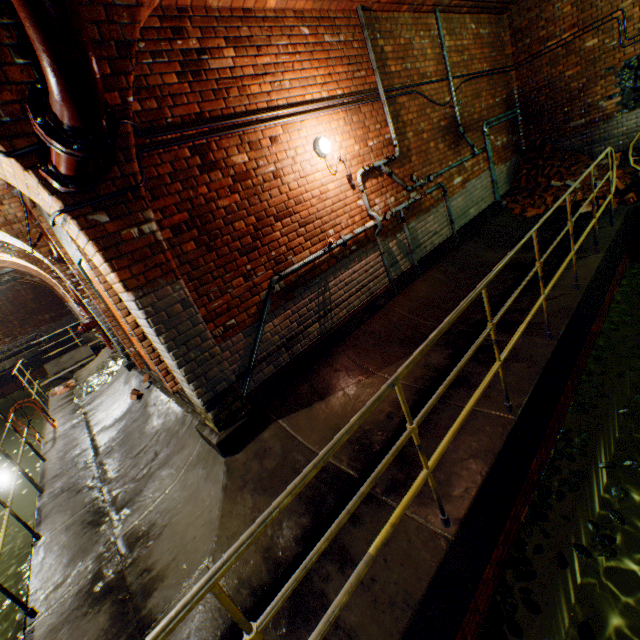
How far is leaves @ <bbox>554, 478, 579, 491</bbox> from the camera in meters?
3.3 m

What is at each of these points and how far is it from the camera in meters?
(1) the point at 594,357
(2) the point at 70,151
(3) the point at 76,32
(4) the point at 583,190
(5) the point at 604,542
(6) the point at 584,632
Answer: (1) leaves, 4.8 m
(2) pipe end, 1.7 m
(3) pipe, 1.3 m
(4) brick pile, 7.2 m
(5) leaves, 2.8 m
(6) leaves, 2.4 m

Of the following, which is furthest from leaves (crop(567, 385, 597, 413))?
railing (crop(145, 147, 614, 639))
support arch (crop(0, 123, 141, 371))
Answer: support arch (crop(0, 123, 141, 371))

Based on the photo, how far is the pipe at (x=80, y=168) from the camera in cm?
201

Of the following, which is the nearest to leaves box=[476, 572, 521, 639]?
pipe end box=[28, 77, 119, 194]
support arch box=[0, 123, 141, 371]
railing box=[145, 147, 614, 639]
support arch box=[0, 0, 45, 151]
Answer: railing box=[145, 147, 614, 639]

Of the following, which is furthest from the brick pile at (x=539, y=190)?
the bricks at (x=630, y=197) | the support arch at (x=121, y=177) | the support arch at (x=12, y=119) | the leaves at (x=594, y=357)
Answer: the support arch at (x=121, y=177)

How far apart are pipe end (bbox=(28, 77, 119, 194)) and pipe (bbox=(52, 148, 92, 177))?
0.0 meters
